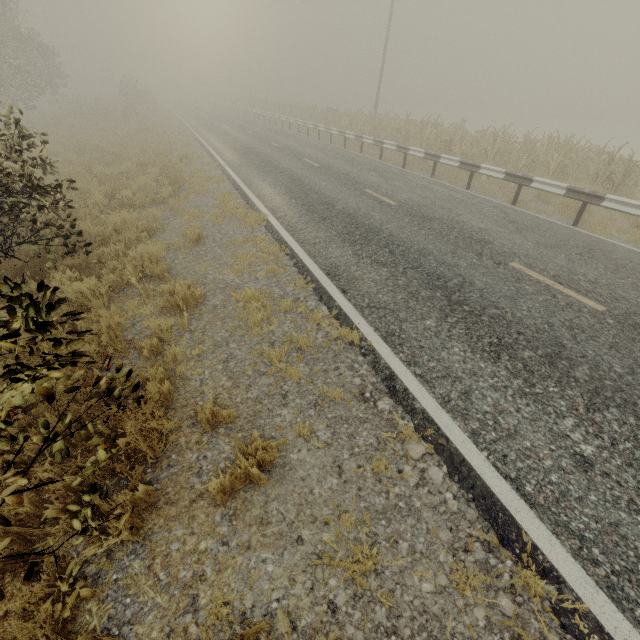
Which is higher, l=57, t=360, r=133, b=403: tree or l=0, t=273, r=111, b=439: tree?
l=0, t=273, r=111, b=439: tree

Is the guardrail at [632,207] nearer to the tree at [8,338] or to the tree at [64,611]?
the tree at [8,338]

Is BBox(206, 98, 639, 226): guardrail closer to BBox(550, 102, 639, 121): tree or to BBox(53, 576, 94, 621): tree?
BBox(53, 576, 94, 621): tree

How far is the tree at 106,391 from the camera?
2.4 meters

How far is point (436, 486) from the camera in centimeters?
298cm

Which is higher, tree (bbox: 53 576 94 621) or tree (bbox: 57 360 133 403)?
tree (bbox: 57 360 133 403)

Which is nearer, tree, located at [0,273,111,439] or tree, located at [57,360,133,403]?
tree, located at [0,273,111,439]

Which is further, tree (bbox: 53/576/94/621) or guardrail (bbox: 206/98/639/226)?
guardrail (bbox: 206/98/639/226)
